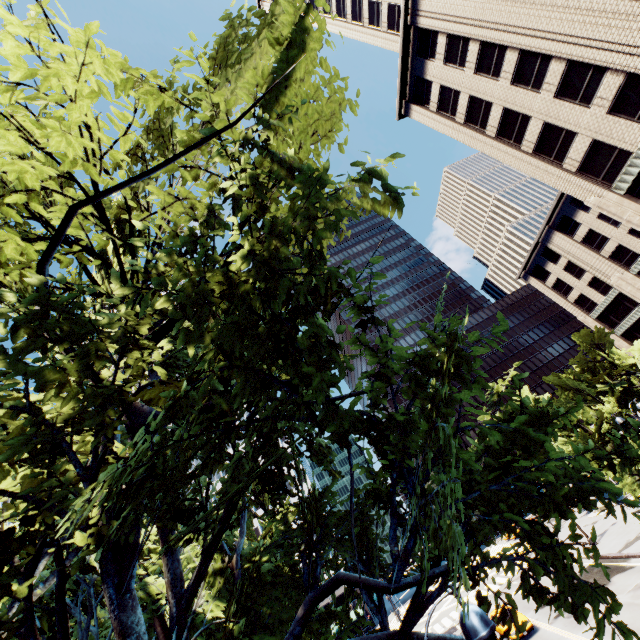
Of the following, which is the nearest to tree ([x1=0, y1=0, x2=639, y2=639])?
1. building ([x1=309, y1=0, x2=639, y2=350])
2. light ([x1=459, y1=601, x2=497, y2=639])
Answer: light ([x1=459, y1=601, x2=497, y2=639])

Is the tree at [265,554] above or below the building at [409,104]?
below

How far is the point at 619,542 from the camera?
26.20m

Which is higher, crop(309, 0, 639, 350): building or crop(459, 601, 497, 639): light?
crop(309, 0, 639, 350): building

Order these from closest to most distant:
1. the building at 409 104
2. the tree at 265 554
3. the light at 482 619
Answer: the light at 482 619 → the tree at 265 554 → the building at 409 104

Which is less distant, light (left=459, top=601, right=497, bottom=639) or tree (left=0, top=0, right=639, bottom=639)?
light (left=459, top=601, right=497, bottom=639)

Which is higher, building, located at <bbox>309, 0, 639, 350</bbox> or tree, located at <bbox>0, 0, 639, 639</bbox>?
building, located at <bbox>309, 0, 639, 350</bbox>
